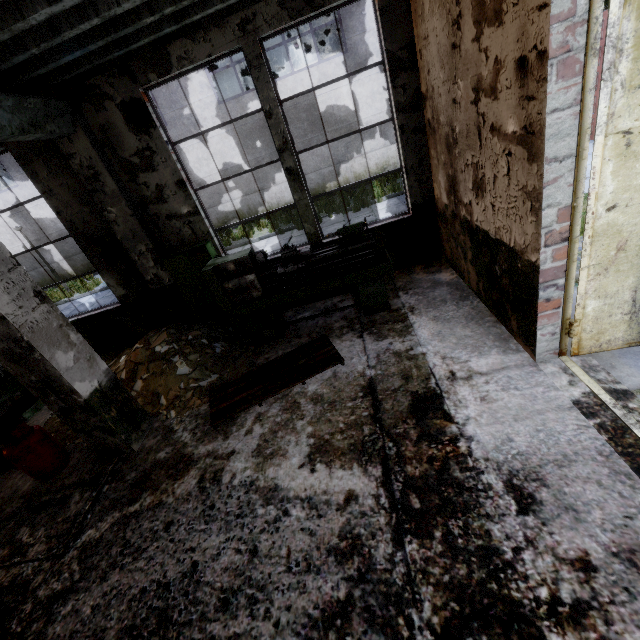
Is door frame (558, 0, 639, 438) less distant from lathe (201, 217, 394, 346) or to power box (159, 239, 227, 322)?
lathe (201, 217, 394, 346)

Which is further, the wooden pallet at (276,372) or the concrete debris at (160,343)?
the concrete debris at (160,343)

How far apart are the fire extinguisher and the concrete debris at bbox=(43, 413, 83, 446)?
1.6 meters

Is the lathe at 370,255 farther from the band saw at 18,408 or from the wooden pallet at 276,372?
the band saw at 18,408

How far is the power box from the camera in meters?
6.0 m

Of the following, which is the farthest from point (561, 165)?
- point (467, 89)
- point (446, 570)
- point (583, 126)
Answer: point (446, 570)

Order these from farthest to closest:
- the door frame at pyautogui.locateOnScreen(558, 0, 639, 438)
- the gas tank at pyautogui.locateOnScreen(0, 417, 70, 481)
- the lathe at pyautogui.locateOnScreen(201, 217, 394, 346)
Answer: the lathe at pyautogui.locateOnScreen(201, 217, 394, 346) < the gas tank at pyautogui.locateOnScreen(0, 417, 70, 481) < the door frame at pyautogui.locateOnScreen(558, 0, 639, 438)
